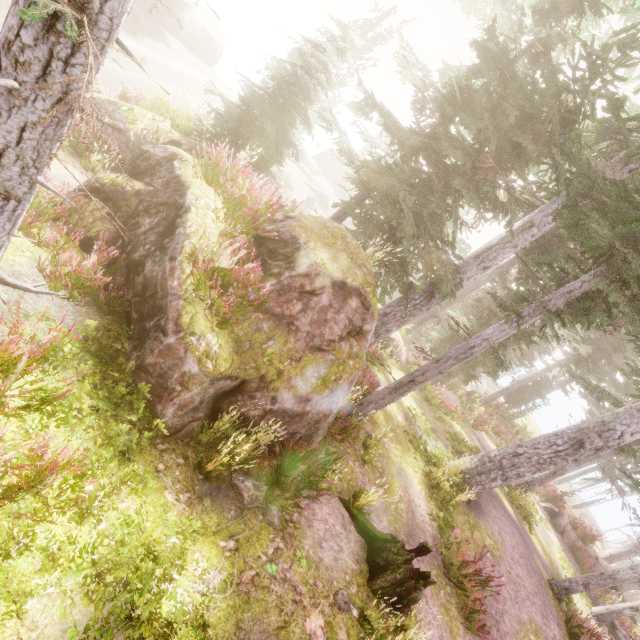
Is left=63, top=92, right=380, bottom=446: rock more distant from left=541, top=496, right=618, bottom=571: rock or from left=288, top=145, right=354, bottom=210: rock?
left=288, top=145, right=354, bottom=210: rock

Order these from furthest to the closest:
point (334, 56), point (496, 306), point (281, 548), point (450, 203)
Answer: point (334, 56) → point (450, 203) → point (496, 306) → point (281, 548)

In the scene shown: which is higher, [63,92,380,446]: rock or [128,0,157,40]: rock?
[63,92,380,446]: rock

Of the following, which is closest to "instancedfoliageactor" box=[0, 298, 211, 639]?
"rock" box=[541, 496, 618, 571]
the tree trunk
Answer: "rock" box=[541, 496, 618, 571]

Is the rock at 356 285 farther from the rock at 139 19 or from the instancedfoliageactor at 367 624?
the rock at 139 19

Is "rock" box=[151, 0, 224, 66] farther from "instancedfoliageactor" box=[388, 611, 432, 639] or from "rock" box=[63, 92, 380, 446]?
"rock" box=[63, 92, 380, 446]

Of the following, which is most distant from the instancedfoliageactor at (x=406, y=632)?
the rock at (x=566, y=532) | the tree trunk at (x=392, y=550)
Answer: the tree trunk at (x=392, y=550)

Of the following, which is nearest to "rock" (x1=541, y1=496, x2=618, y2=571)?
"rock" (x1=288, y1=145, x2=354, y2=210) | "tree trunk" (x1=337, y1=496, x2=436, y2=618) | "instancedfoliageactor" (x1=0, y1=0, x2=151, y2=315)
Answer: "instancedfoliageactor" (x1=0, y1=0, x2=151, y2=315)
